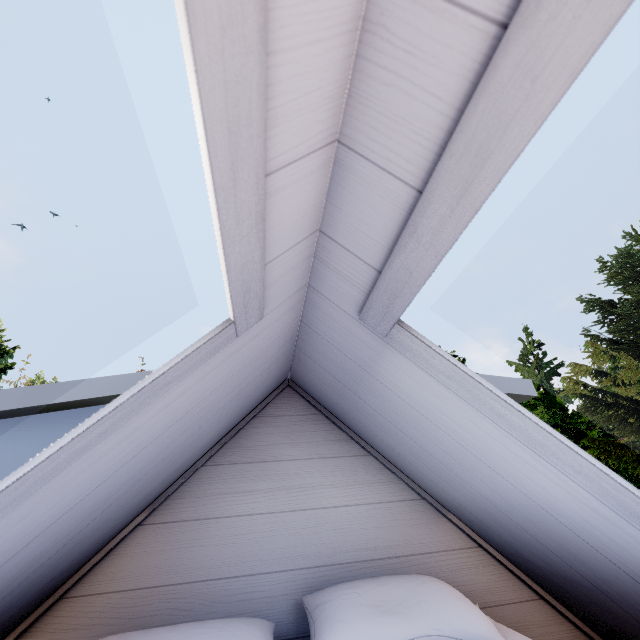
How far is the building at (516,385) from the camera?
1.9 meters

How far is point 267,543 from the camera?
1.43m

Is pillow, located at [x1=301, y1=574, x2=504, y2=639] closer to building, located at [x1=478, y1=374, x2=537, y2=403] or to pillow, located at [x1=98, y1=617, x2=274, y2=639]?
pillow, located at [x1=98, y1=617, x2=274, y2=639]

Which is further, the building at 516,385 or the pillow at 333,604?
the building at 516,385

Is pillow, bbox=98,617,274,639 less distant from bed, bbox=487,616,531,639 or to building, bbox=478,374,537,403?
bed, bbox=487,616,531,639

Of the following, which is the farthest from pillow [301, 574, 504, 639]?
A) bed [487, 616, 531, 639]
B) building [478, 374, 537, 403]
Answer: building [478, 374, 537, 403]

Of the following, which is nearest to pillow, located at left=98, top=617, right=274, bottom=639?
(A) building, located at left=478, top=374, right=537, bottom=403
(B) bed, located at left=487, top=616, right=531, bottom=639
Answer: (B) bed, located at left=487, top=616, right=531, bottom=639

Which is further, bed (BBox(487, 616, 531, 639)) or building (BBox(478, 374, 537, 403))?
building (BBox(478, 374, 537, 403))
